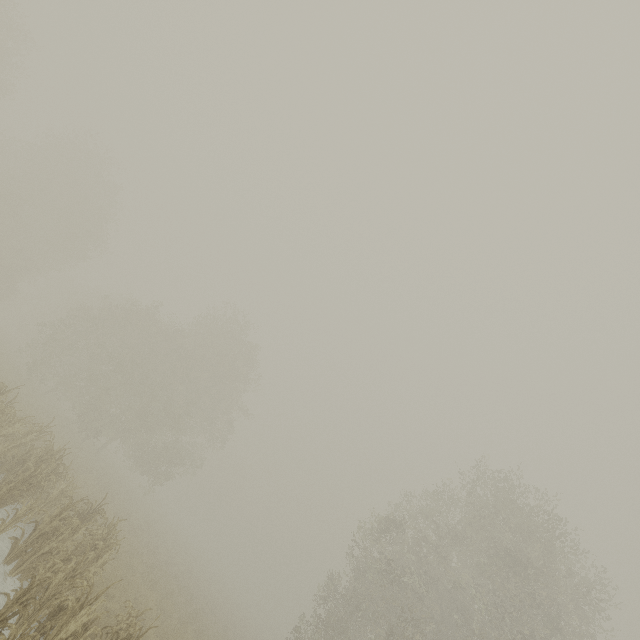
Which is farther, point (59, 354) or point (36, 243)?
point (36, 243)
